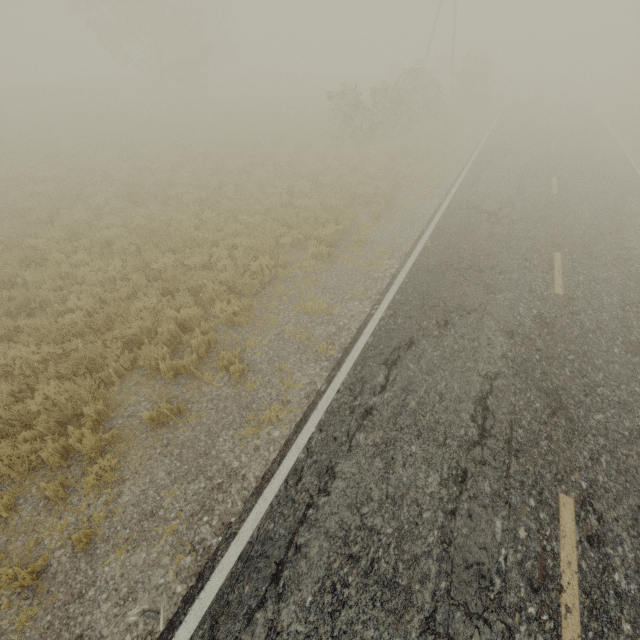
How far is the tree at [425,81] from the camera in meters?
18.2 m

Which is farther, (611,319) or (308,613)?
(611,319)

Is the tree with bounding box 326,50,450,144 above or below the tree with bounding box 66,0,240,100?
below

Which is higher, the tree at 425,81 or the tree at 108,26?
the tree at 108,26

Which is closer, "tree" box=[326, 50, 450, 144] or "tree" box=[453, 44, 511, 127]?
"tree" box=[326, 50, 450, 144]

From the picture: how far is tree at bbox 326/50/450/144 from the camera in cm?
1822

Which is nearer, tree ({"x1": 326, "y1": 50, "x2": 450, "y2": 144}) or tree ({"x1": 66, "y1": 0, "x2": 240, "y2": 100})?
tree ({"x1": 326, "y1": 50, "x2": 450, "y2": 144})
